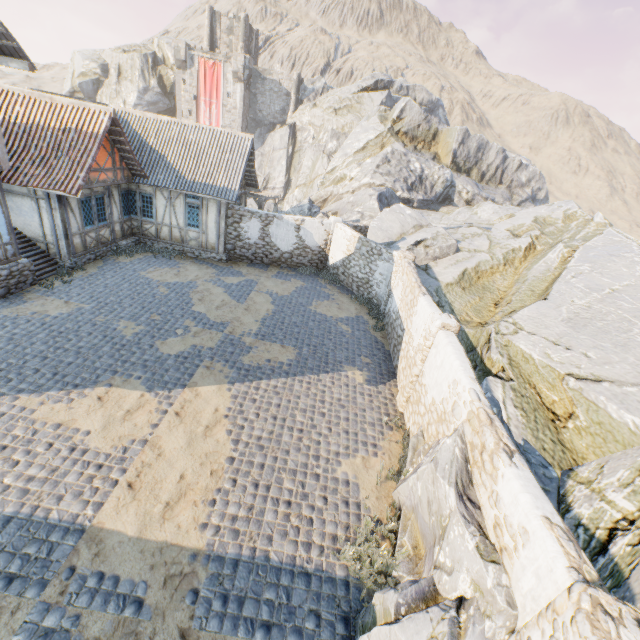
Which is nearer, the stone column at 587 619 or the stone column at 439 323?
the stone column at 587 619

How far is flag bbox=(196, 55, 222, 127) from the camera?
41.06m

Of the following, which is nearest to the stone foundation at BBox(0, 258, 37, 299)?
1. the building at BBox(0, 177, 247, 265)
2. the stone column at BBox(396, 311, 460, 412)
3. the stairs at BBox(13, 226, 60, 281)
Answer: the stairs at BBox(13, 226, 60, 281)

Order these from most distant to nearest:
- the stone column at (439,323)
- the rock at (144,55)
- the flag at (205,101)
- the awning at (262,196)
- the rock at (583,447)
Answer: the rock at (144,55) < the flag at (205,101) < the awning at (262,196) < the stone column at (439,323) < the rock at (583,447)

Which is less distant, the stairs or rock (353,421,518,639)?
rock (353,421,518,639)

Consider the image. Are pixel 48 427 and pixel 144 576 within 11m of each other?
yes

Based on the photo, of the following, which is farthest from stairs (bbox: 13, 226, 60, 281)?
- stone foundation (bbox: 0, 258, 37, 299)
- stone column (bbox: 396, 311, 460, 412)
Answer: stone column (bbox: 396, 311, 460, 412)

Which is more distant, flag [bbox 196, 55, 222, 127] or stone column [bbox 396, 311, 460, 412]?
flag [bbox 196, 55, 222, 127]
